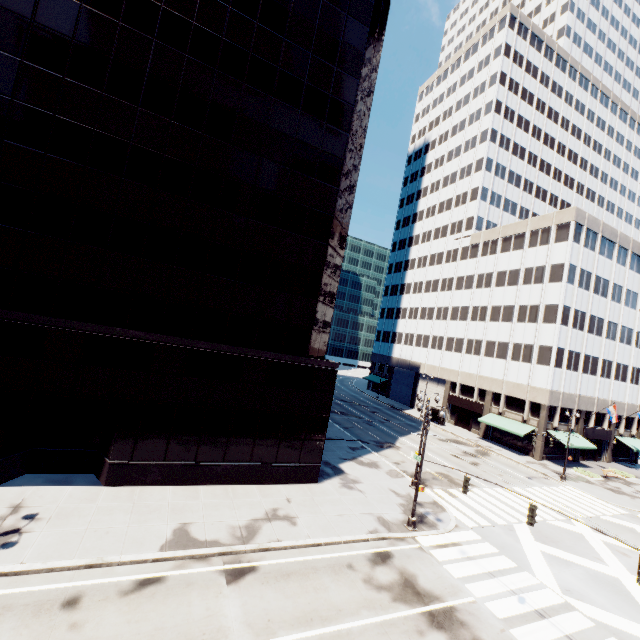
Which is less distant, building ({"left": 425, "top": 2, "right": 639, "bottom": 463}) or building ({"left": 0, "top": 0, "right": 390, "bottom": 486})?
building ({"left": 0, "top": 0, "right": 390, "bottom": 486})

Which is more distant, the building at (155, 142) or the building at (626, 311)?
the building at (626, 311)

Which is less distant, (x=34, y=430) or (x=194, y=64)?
(x=34, y=430)
